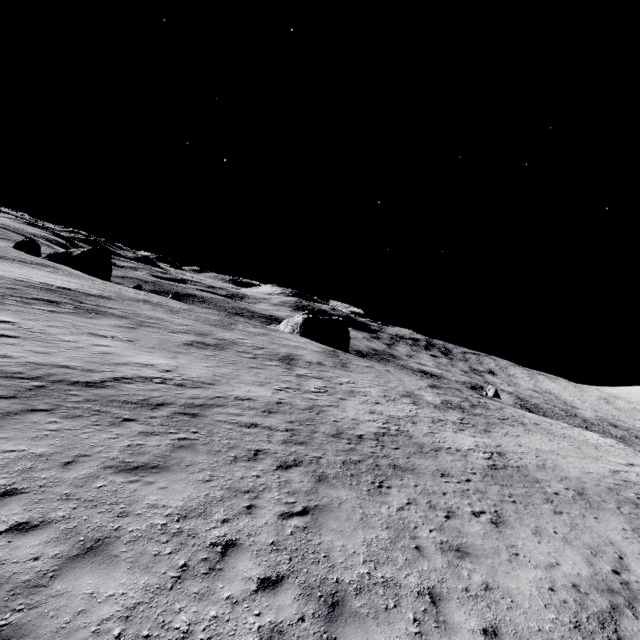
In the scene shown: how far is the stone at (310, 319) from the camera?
56.8 meters

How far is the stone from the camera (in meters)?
56.83

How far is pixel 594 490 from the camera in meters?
16.0
